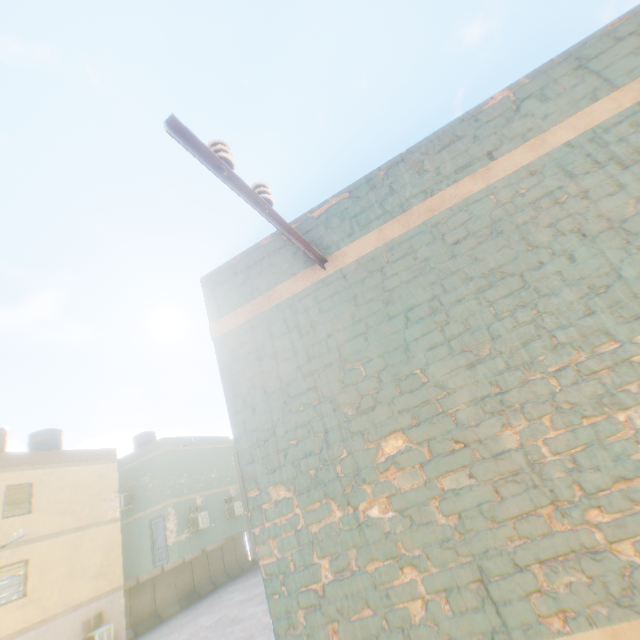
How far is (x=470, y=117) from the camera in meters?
3.2
